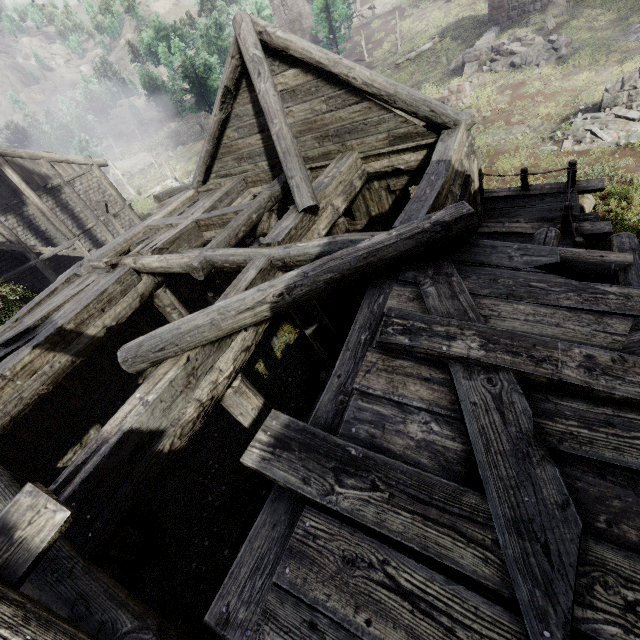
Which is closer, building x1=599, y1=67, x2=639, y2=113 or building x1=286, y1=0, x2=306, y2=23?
building x1=599, y1=67, x2=639, y2=113

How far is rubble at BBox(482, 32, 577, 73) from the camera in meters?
18.6 m

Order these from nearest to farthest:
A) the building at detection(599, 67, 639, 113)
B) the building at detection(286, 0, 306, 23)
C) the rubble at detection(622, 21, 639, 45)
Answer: the building at detection(599, 67, 639, 113) < the rubble at detection(622, 21, 639, 45) < the building at detection(286, 0, 306, 23)

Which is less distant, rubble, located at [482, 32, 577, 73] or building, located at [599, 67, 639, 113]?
building, located at [599, 67, 639, 113]

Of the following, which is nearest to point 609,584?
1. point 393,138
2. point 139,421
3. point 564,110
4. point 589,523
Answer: point 589,523

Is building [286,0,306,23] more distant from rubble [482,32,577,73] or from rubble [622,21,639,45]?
rubble [622,21,639,45]

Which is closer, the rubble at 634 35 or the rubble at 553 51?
the rubble at 634 35

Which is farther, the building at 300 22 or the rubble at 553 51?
the building at 300 22
